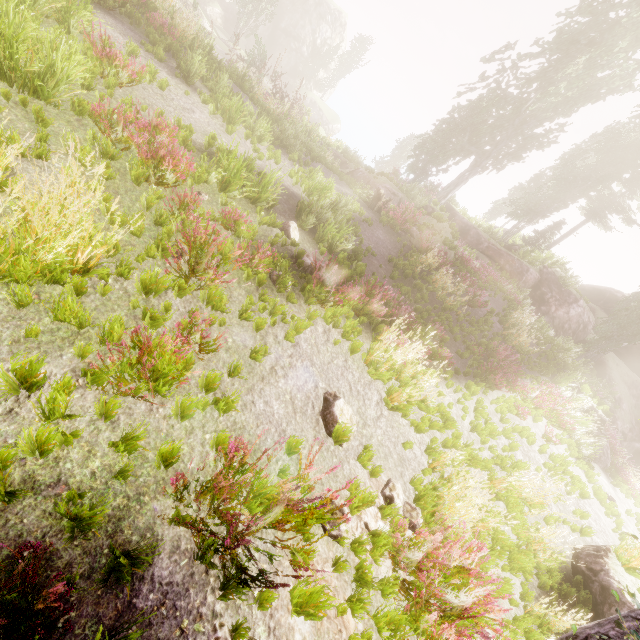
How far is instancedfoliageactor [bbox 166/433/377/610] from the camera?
2.8m

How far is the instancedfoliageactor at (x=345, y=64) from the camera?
44.7 meters

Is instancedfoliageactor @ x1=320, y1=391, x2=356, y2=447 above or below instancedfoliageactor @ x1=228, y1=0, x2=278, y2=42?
below

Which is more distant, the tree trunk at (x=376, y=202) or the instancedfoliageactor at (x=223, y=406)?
the tree trunk at (x=376, y=202)

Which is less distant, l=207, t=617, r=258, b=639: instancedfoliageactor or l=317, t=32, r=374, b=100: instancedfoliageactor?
l=207, t=617, r=258, b=639: instancedfoliageactor

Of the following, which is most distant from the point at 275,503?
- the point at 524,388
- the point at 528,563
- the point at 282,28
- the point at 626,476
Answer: the point at 282,28

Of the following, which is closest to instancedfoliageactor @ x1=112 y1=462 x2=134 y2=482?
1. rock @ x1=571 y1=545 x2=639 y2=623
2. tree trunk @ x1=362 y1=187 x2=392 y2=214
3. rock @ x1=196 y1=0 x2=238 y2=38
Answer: rock @ x1=196 y1=0 x2=238 y2=38
